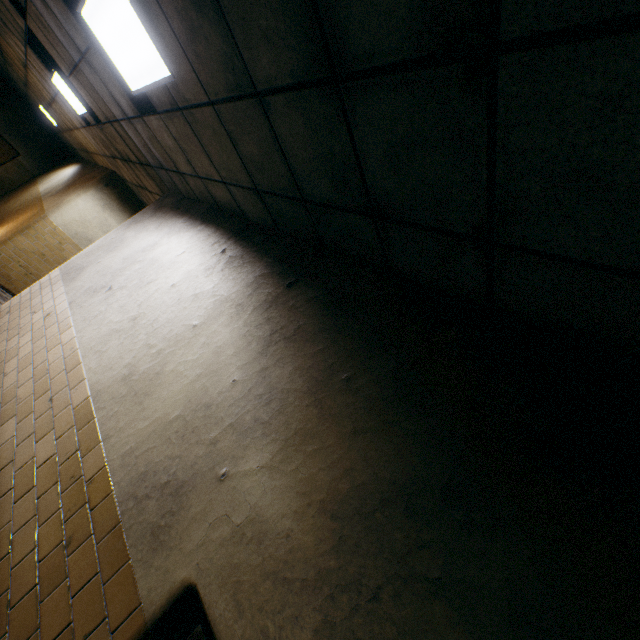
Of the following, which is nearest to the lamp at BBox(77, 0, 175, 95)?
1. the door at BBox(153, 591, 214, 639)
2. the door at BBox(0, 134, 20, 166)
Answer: the door at BBox(153, 591, 214, 639)

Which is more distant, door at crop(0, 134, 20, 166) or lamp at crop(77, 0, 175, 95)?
door at crop(0, 134, 20, 166)

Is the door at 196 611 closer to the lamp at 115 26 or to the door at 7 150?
the lamp at 115 26

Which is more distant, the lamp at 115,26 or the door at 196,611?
the lamp at 115,26

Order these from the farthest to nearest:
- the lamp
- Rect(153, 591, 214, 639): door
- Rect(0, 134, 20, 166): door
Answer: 1. Rect(0, 134, 20, 166): door
2. the lamp
3. Rect(153, 591, 214, 639): door

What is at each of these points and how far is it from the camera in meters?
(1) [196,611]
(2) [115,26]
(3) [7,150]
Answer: (1) door, 1.3 m
(2) lamp, 2.5 m
(3) door, 15.2 m

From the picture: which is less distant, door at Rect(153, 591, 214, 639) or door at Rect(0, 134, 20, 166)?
door at Rect(153, 591, 214, 639)
